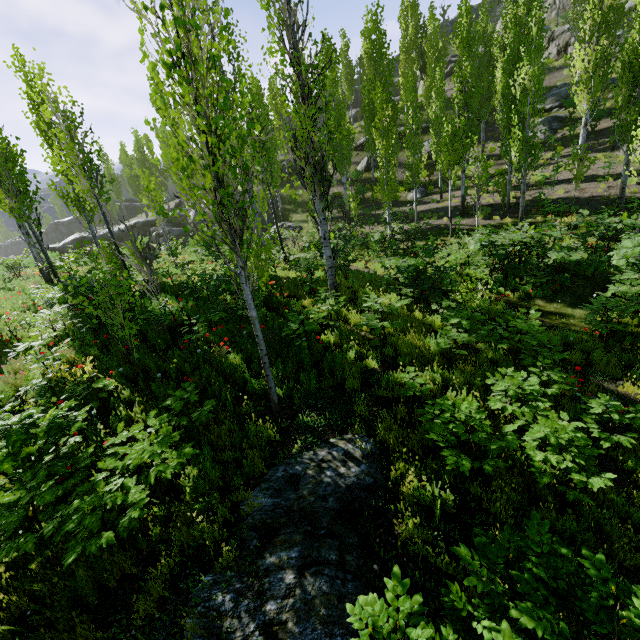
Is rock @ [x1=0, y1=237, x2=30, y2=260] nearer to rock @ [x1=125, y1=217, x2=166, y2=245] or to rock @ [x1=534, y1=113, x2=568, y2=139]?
rock @ [x1=125, y1=217, x2=166, y2=245]

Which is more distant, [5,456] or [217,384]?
[217,384]

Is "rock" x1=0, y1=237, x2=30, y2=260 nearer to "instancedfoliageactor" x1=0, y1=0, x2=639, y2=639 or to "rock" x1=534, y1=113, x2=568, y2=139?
"instancedfoliageactor" x1=0, y1=0, x2=639, y2=639

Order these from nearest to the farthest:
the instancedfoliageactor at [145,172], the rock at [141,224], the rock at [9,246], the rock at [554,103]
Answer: the instancedfoliageactor at [145,172], the rock at [554,103], the rock at [141,224], the rock at [9,246]

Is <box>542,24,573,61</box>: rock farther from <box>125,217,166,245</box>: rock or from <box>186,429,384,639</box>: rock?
<box>125,217,166,245</box>: rock

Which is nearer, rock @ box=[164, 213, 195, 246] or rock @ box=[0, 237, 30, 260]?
rock @ box=[164, 213, 195, 246]

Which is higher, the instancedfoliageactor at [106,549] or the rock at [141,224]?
the rock at [141,224]

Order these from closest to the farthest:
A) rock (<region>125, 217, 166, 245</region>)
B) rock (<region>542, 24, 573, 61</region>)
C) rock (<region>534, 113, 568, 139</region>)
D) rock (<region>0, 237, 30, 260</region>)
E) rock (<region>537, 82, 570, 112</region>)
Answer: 1. rock (<region>534, 113, 568, 139</region>)
2. rock (<region>537, 82, 570, 112</region>)
3. rock (<region>542, 24, 573, 61</region>)
4. rock (<region>125, 217, 166, 245</region>)
5. rock (<region>0, 237, 30, 260</region>)
